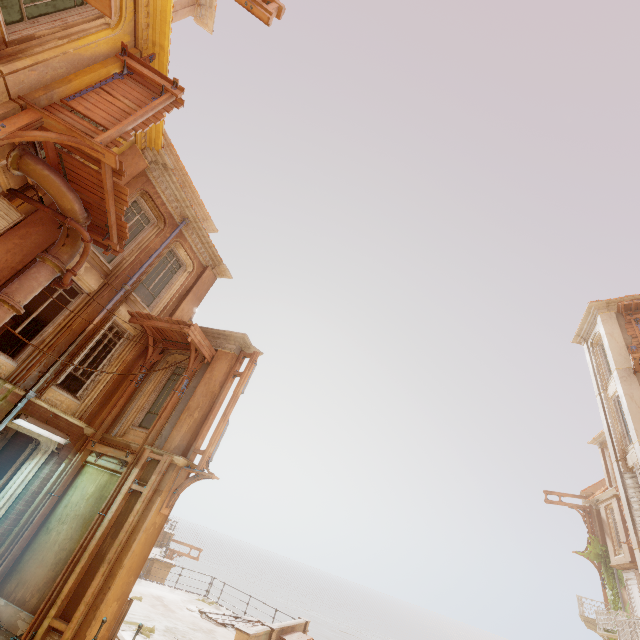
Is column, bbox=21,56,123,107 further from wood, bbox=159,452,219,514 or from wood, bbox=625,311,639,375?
wood, bbox=625,311,639,375

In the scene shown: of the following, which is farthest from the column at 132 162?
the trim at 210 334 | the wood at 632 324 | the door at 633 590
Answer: the door at 633 590

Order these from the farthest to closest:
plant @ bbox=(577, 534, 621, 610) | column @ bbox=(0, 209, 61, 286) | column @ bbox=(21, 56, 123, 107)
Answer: plant @ bbox=(577, 534, 621, 610), column @ bbox=(0, 209, 61, 286), column @ bbox=(21, 56, 123, 107)

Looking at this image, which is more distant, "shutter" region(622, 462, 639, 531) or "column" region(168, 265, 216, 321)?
"shutter" region(622, 462, 639, 531)

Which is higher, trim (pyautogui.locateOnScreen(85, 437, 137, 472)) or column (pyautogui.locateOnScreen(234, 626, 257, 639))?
trim (pyautogui.locateOnScreen(85, 437, 137, 472))

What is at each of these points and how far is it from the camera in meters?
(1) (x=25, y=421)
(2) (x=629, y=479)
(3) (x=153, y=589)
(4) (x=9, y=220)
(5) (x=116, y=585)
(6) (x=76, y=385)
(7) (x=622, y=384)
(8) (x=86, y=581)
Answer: (1) lamp, 8.5 m
(2) shutter, 15.6 m
(3) building, 16.9 m
(4) shutter, 7.6 m
(5) column, 7.9 m
(6) pillar, 11.5 m
(7) column, 16.3 m
(8) column, 7.9 m

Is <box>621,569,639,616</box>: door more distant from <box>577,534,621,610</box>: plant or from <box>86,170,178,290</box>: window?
<box>86,170,178,290</box>: window

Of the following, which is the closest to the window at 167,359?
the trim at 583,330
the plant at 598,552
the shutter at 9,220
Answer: the plant at 598,552
